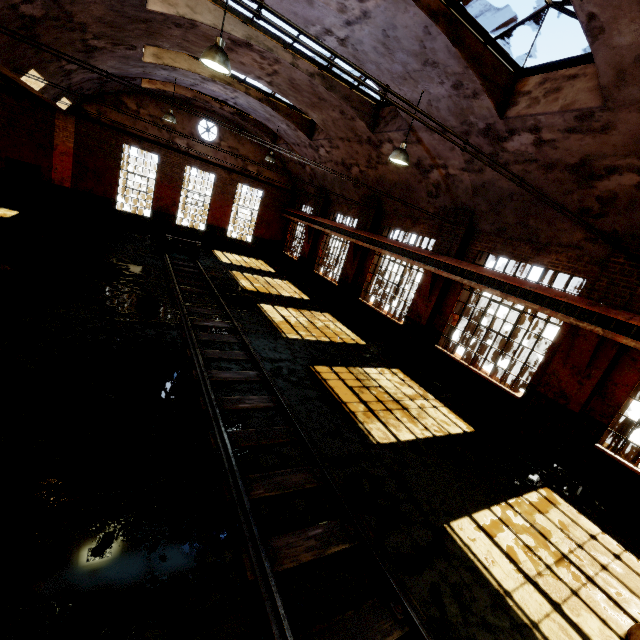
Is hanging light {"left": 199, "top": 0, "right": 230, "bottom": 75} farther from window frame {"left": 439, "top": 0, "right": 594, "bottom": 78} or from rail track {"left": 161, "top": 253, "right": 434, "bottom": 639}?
rail track {"left": 161, "top": 253, "right": 434, "bottom": 639}

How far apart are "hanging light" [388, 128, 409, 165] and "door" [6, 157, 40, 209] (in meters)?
18.05

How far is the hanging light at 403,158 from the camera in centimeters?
809cm

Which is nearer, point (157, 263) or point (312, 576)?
point (312, 576)

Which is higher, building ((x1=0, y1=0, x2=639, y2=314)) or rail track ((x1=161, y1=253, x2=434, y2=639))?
building ((x1=0, y1=0, x2=639, y2=314))

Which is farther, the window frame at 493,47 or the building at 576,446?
the building at 576,446

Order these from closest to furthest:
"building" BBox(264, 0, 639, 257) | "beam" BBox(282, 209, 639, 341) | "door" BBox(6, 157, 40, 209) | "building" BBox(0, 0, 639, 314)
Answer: "building" BBox(264, 0, 639, 257) → "beam" BBox(282, 209, 639, 341) → "building" BBox(0, 0, 639, 314) → "door" BBox(6, 157, 40, 209)

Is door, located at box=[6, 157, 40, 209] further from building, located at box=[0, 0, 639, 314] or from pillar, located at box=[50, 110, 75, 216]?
building, located at box=[0, 0, 639, 314]
